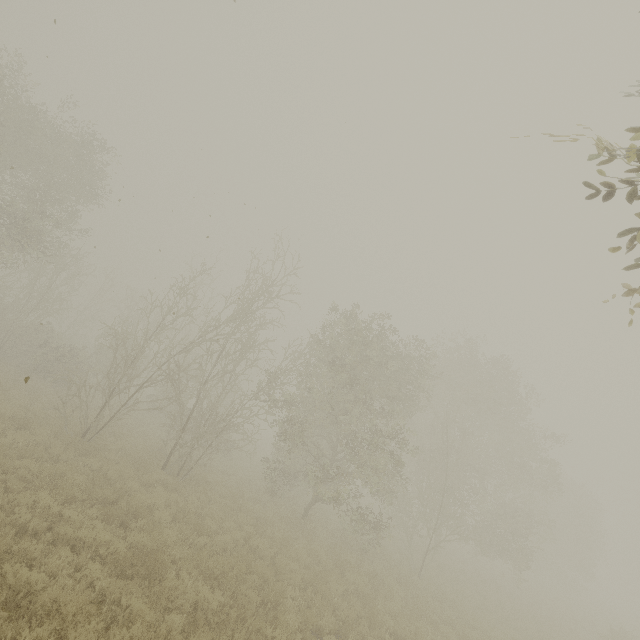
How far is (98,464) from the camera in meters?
11.7 m
